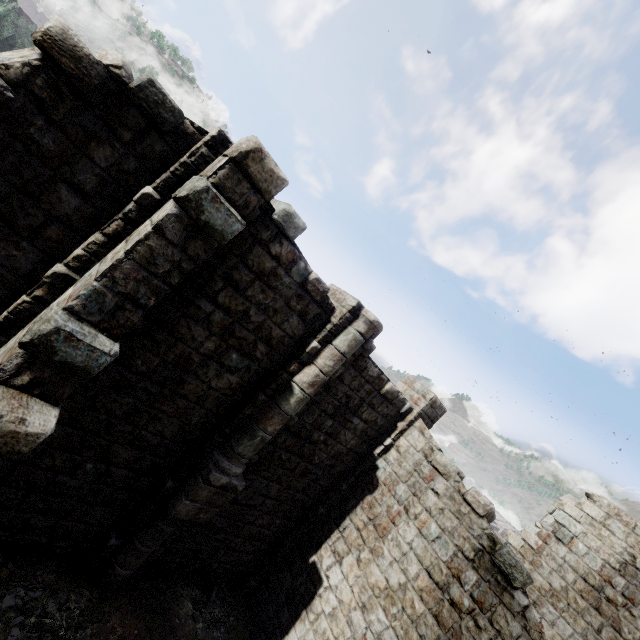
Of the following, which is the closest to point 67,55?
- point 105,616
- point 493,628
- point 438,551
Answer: point 105,616
